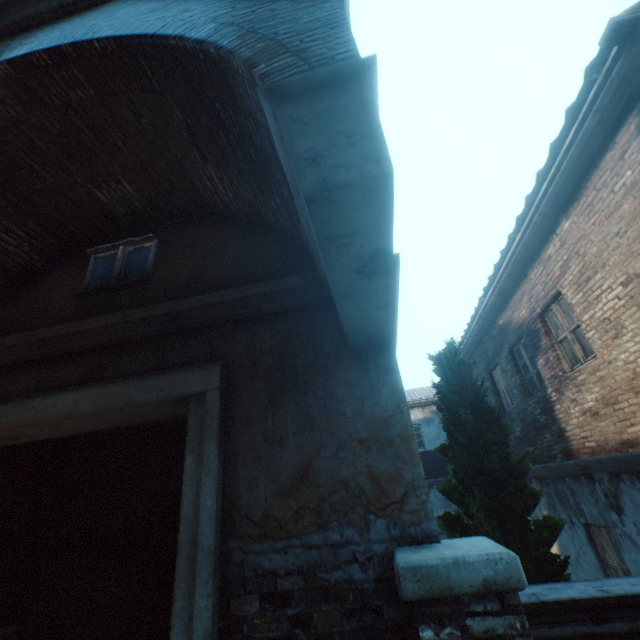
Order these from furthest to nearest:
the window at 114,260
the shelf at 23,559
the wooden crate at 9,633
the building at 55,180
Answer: the shelf at 23,559 < the window at 114,260 < the wooden crate at 9,633 < the building at 55,180

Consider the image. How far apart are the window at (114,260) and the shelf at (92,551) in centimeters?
364cm

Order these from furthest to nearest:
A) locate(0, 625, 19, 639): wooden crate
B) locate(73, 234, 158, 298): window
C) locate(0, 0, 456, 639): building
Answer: locate(73, 234, 158, 298): window < locate(0, 625, 19, 639): wooden crate < locate(0, 0, 456, 639): building

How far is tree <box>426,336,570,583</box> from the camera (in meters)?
3.52

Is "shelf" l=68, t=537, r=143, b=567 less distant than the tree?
No

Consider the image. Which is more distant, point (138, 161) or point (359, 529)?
point (138, 161)

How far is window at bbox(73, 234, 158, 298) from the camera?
4.0m

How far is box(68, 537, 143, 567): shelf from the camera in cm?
479
